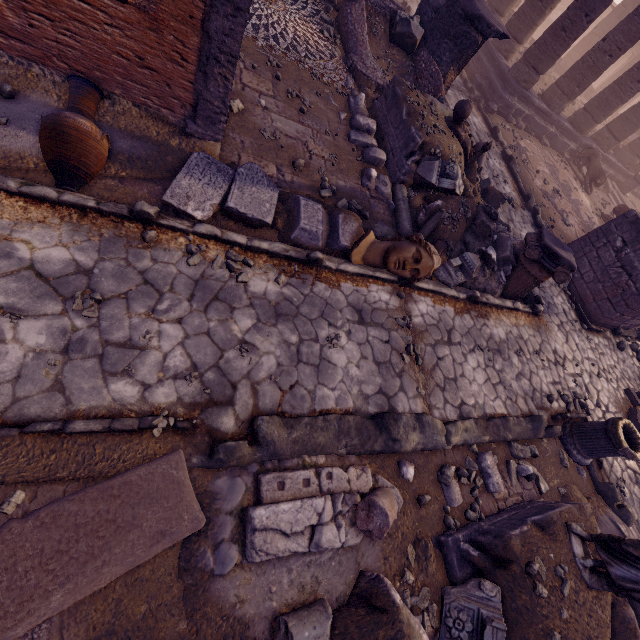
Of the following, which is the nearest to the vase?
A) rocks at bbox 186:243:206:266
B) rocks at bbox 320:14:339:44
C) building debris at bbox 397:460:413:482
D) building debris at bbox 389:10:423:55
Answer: rocks at bbox 186:243:206:266

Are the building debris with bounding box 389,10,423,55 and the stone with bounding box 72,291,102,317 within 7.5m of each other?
no

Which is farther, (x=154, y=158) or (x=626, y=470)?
(x=626, y=470)

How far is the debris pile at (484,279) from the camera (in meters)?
6.31

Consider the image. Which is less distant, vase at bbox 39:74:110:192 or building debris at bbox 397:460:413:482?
vase at bbox 39:74:110:192

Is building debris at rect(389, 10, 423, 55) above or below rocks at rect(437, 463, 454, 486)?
above

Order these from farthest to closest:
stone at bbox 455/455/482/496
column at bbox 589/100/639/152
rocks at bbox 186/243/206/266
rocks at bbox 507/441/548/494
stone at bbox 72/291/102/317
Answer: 1. column at bbox 589/100/639/152
2. rocks at bbox 507/441/548/494
3. stone at bbox 455/455/482/496
4. rocks at bbox 186/243/206/266
5. stone at bbox 72/291/102/317

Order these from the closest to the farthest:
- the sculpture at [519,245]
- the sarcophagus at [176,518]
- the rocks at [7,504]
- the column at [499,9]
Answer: the sarcophagus at [176,518] < the rocks at [7,504] < the sculpture at [519,245] < the column at [499,9]
